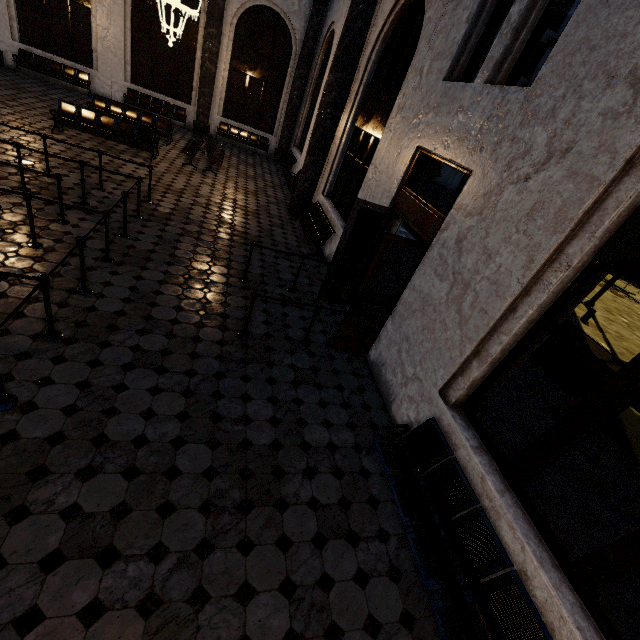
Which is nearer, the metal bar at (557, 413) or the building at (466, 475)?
the building at (466, 475)

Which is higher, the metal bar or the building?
the metal bar

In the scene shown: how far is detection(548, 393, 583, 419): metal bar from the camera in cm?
611

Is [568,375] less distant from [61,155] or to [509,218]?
[509,218]

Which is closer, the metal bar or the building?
the building

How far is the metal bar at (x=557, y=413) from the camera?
6.1 meters
